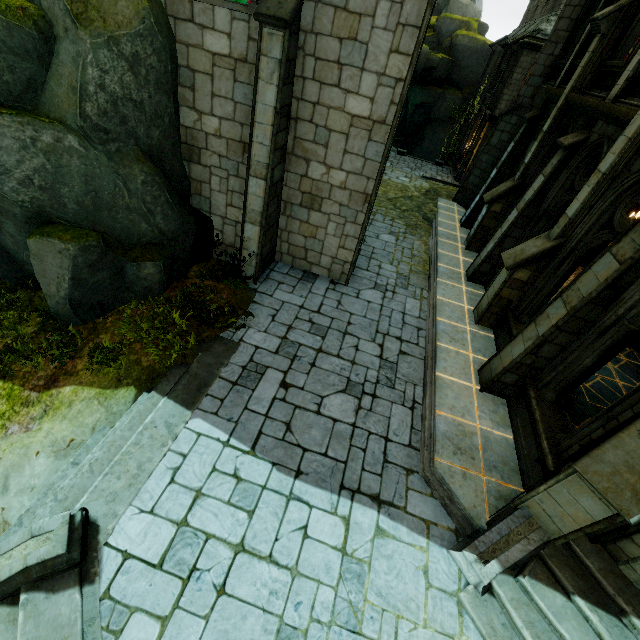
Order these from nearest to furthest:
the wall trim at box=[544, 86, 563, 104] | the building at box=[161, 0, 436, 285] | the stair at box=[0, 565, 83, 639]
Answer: the stair at box=[0, 565, 83, 639] → the building at box=[161, 0, 436, 285] → the wall trim at box=[544, 86, 563, 104]

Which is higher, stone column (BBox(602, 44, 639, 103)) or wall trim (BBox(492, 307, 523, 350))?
stone column (BBox(602, 44, 639, 103))

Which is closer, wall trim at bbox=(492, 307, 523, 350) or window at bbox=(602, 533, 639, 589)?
window at bbox=(602, 533, 639, 589)

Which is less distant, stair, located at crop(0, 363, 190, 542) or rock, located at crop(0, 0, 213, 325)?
stair, located at crop(0, 363, 190, 542)

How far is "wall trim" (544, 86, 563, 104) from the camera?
10.4 meters

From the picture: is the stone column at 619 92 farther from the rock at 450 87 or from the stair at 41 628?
the rock at 450 87

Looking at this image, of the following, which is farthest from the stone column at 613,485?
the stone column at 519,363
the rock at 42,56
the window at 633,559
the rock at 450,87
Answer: the rock at 450,87

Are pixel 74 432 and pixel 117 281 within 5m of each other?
yes
